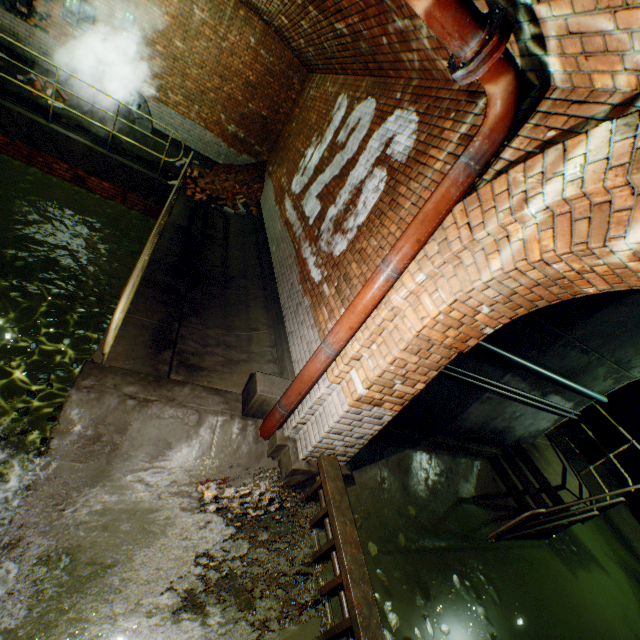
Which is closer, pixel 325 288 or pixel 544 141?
pixel 544 141

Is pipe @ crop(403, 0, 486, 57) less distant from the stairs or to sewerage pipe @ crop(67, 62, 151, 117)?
the stairs

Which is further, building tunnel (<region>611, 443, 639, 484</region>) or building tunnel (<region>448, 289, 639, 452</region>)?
building tunnel (<region>611, 443, 639, 484</region>)

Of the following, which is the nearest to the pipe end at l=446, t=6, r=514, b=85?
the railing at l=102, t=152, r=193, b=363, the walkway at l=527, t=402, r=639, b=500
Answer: the railing at l=102, t=152, r=193, b=363

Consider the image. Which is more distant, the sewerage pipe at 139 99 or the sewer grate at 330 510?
the sewerage pipe at 139 99

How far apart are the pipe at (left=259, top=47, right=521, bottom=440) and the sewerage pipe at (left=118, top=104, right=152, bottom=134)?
10.3m

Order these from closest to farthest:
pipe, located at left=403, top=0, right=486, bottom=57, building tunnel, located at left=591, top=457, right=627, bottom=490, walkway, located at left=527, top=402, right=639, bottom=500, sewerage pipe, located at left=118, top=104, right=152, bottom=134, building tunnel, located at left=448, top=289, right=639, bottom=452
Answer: pipe, located at left=403, top=0, right=486, bottom=57 → building tunnel, located at left=448, top=289, right=639, bottom=452 → walkway, located at left=527, top=402, right=639, bottom=500 → building tunnel, located at left=591, top=457, right=627, bottom=490 → sewerage pipe, located at left=118, top=104, right=152, bottom=134

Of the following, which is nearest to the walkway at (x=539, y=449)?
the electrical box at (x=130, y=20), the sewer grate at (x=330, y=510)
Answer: the sewer grate at (x=330, y=510)
